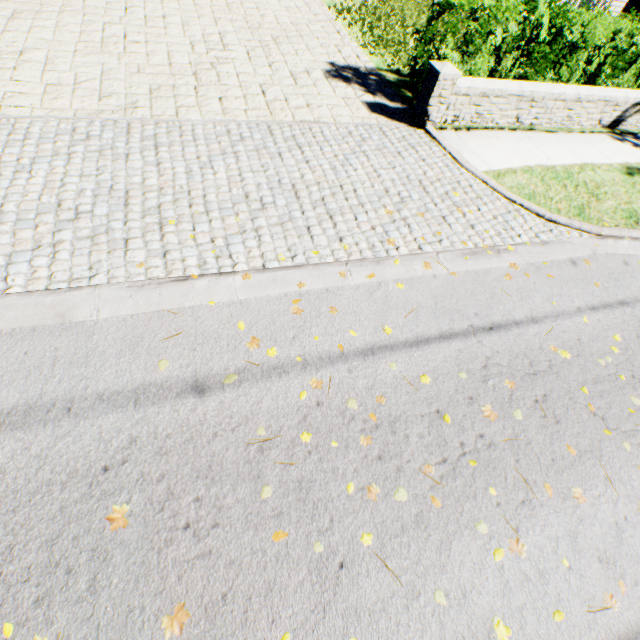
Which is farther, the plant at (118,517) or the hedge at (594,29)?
the hedge at (594,29)

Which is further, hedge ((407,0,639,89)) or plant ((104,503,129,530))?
hedge ((407,0,639,89))

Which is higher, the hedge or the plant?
the hedge

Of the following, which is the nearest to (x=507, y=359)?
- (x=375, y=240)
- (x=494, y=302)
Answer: (x=494, y=302)

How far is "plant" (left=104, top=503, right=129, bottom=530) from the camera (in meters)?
2.27

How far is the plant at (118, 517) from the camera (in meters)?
2.27
